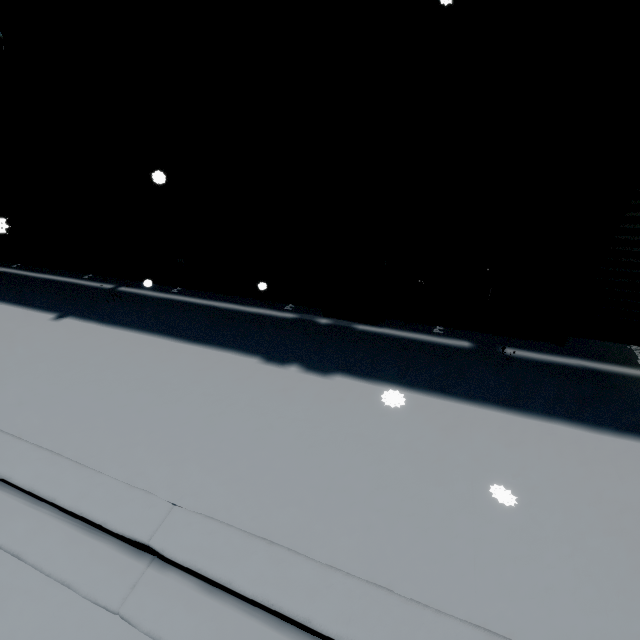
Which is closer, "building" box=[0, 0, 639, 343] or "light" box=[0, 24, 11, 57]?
"building" box=[0, 0, 639, 343]

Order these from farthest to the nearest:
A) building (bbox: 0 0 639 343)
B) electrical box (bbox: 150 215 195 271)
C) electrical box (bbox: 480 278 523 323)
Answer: electrical box (bbox: 150 215 195 271)
electrical box (bbox: 480 278 523 323)
building (bbox: 0 0 639 343)

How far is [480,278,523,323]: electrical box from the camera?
4.0 meters

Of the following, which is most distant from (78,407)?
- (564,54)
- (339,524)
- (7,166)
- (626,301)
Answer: (626,301)

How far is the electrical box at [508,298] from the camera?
4.0 meters

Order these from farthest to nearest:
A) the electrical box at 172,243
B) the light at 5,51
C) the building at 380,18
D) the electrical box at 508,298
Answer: the electrical box at 172,243 < the light at 5,51 < the electrical box at 508,298 < the building at 380,18

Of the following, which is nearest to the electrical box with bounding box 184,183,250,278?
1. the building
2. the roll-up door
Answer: the building

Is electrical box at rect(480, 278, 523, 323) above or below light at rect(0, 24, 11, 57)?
below
